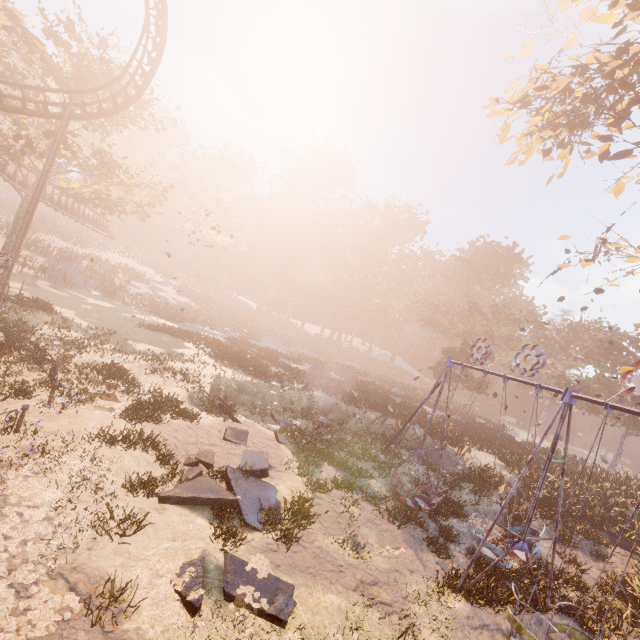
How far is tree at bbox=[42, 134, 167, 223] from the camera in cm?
2402

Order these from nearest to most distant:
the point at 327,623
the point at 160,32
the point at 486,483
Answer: the point at 327,623 < the point at 486,483 < the point at 160,32

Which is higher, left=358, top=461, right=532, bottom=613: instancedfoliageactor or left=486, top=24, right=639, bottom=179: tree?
left=486, top=24, right=639, bottom=179: tree

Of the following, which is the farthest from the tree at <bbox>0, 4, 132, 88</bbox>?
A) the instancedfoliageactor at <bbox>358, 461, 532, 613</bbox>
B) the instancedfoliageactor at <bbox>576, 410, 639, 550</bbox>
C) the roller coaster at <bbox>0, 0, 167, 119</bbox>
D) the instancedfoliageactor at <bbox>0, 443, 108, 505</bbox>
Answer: the instancedfoliageactor at <bbox>576, 410, 639, 550</bbox>

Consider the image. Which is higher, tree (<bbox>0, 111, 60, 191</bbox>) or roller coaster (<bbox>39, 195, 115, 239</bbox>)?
tree (<bbox>0, 111, 60, 191</bbox>)

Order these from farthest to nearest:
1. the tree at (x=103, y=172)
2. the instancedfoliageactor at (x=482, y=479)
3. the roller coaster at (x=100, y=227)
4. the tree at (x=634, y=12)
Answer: the roller coaster at (x=100, y=227) < the tree at (x=103, y=172) < the tree at (x=634, y=12) < the instancedfoliageactor at (x=482, y=479)

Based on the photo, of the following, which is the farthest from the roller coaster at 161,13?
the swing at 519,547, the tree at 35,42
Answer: the swing at 519,547
